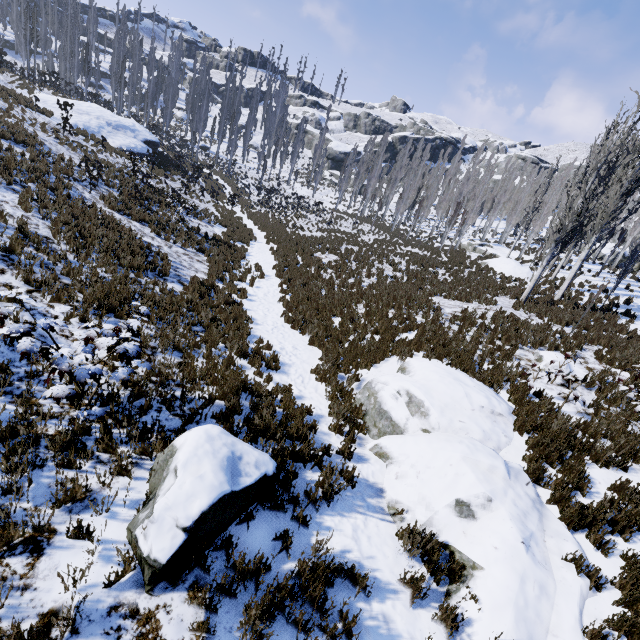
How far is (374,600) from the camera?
3.8m

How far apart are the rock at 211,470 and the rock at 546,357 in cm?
788

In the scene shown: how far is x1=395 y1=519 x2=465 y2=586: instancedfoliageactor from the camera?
4.2 meters

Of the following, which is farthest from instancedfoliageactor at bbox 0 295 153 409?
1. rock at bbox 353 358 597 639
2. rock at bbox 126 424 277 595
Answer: rock at bbox 126 424 277 595

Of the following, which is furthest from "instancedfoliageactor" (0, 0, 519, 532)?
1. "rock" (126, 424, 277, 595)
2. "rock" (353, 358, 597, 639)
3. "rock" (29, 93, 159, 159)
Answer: "rock" (126, 424, 277, 595)

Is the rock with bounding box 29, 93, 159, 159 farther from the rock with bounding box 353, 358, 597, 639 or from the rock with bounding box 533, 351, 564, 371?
the rock with bounding box 533, 351, 564, 371

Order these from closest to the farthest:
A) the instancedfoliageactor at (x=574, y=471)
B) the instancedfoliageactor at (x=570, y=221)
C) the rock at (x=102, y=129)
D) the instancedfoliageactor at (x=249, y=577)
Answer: the instancedfoliageactor at (x=249, y=577) → the instancedfoliageactor at (x=574, y=471) → the instancedfoliageactor at (x=570, y=221) → the rock at (x=102, y=129)

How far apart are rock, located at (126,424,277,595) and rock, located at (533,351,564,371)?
7.9m
